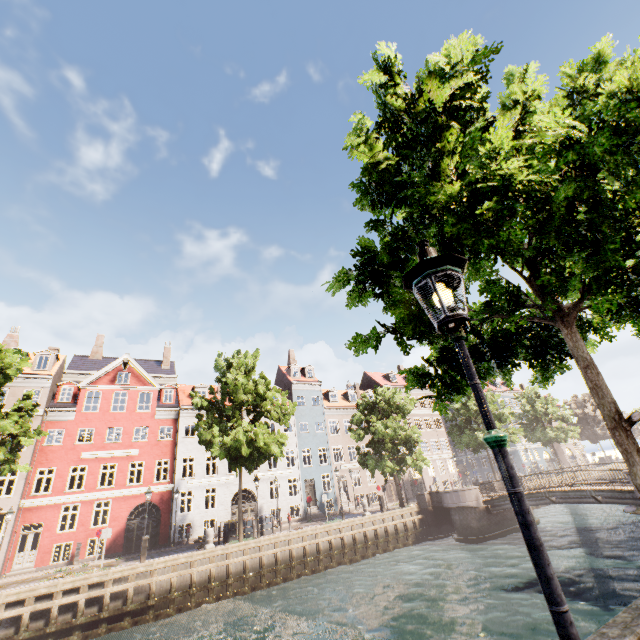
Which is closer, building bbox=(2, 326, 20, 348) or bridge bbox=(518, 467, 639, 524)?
bridge bbox=(518, 467, 639, 524)

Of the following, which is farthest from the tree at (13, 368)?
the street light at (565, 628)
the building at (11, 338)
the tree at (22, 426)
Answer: the building at (11, 338)

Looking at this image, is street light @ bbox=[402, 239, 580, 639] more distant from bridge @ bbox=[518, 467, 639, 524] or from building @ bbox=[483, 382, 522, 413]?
building @ bbox=[483, 382, 522, 413]

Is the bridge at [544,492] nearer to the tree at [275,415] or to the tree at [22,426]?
the tree at [275,415]

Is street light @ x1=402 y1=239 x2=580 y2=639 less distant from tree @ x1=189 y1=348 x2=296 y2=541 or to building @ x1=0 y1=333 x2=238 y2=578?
tree @ x1=189 y1=348 x2=296 y2=541

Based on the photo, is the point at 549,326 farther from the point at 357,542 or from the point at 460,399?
the point at 357,542

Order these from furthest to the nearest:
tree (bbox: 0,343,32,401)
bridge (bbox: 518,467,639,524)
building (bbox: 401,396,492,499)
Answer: building (bbox: 401,396,492,499) < tree (bbox: 0,343,32,401) < bridge (bbox: 518,467,639,524)
